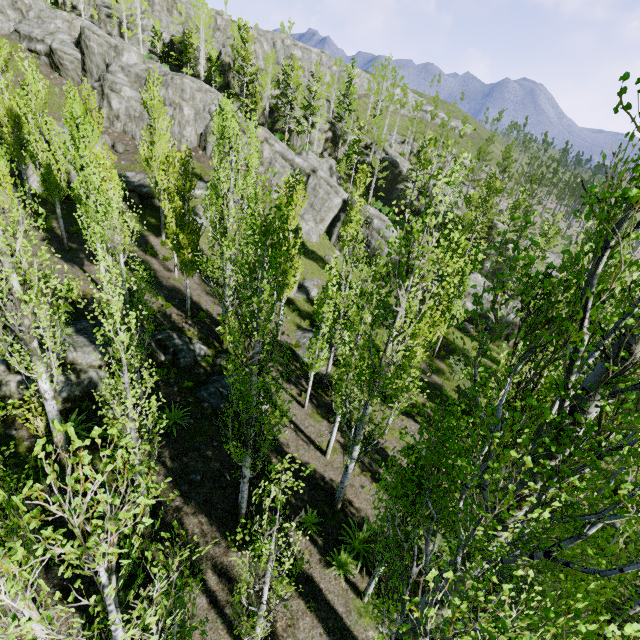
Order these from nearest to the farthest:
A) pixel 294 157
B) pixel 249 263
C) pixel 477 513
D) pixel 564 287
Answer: pixel 477 513 → pixel 564 287 → pixel 249 263 → pixel 294 157

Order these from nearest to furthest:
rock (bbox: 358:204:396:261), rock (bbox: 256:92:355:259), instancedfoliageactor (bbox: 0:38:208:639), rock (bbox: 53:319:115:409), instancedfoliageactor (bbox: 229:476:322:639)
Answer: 1. instancedfoliageactor (bbox: 0:38:208:639)
2. instancedfoliageactor (bbox: 229:476:322:639)
3. rock (bbox: 53:319:115:409)
4. rock (bbox: 358:204:396:261)
5. rock (bbox: 256:92:355:259)

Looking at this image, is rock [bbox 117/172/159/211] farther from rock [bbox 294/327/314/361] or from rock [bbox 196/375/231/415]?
rock [bbox 196/375/231/415]

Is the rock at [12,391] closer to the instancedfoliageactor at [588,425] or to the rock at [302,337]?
the instancedfoliageactor at [588,425]

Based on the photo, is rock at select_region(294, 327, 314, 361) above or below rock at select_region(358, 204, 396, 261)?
below

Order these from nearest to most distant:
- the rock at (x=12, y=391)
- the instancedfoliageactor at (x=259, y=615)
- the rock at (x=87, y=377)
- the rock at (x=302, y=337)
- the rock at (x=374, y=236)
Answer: the instancedfoliageactor at (x=259, y=615) → the rock at (x=12, y=391) → the rock at (x=87, y=377) → the rock at (x=302, y=337) → the rock at (x=374, y=236)

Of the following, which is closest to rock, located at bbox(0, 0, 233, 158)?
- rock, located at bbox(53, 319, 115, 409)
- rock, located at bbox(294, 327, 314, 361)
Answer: rock, located at bbox(294, 327, 314, 361)

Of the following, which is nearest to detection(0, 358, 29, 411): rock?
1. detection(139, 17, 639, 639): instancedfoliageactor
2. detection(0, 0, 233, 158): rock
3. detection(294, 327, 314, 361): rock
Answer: → detection(139, 17, 639, 639): instancedfoliageactor
